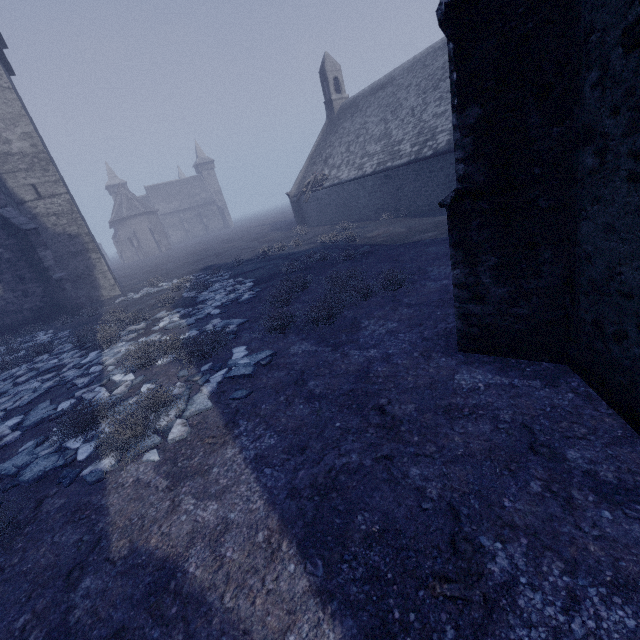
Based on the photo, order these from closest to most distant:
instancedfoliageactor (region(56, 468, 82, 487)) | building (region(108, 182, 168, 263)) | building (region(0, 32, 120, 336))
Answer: instancedfoliageactor (region(56, 468, 82, 487)) → building (region(0, 32, 120, 336)) → building (region(108, 182, 168, 263))

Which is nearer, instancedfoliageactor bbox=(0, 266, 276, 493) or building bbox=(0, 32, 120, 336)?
instancedfoliageactor bbox=(0, 266, 276, 493)

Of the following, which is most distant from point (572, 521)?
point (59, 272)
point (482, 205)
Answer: point (59, 272)

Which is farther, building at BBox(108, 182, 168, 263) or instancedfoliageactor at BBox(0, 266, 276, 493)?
building at BBox(108, 182, 168, 263)

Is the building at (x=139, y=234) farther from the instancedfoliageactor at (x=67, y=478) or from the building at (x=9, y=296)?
the instancedfoliageactor at (x=67, y=478)

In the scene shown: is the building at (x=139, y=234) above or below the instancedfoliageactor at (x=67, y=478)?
above

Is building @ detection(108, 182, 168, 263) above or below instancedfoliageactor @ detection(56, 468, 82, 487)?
above

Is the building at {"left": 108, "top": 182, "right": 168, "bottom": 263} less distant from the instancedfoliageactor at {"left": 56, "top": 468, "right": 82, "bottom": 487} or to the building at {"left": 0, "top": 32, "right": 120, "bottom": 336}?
the building at {"left": 0, "top": 32, "right": 120, "bottom": 336}
